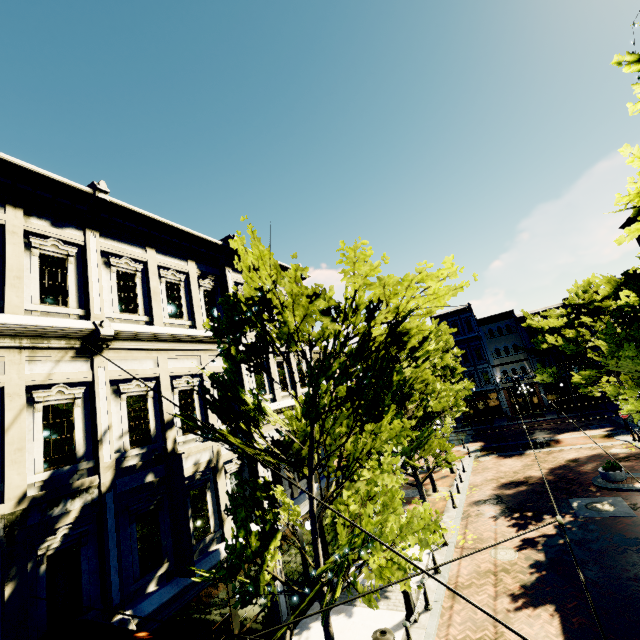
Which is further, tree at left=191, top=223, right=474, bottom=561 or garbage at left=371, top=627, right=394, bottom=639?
garbage at left=371, top=627, right=394, bottom=639

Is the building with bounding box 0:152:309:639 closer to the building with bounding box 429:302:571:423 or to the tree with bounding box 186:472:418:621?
the tree with bounding box 186:472:418:621

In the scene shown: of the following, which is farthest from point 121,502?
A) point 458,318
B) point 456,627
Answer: point 458,318

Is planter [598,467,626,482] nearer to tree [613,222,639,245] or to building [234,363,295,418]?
tree [613,222,639,245]

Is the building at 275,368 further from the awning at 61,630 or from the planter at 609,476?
the planter at 609,476

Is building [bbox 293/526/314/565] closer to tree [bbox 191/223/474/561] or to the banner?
the banner

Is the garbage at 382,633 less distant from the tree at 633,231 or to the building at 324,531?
the tree at 633,231
